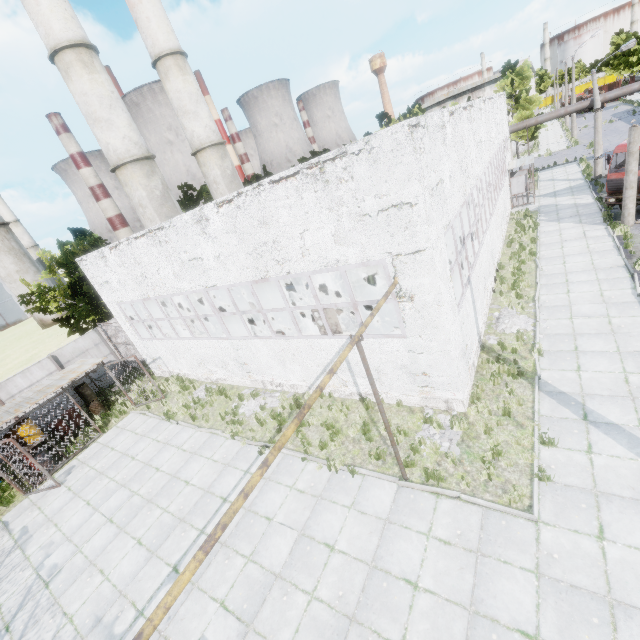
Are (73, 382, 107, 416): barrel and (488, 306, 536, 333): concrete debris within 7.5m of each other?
no

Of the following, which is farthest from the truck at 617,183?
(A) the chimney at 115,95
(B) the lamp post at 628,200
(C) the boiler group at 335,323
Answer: (A) the chimney at 115,95

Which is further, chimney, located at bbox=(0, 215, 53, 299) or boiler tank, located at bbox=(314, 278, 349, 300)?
chimney, located at bbox=(0, 215, 53, 299)

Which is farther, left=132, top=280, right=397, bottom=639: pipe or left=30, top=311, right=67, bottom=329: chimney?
left=30, top=311, right=67, bottom=329: chimney

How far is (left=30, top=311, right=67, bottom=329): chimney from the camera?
54.0 meters

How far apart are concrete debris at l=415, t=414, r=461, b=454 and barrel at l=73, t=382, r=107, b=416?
17.29m

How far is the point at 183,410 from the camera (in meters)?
14.95

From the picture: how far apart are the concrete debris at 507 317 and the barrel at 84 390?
→ 20.29m
